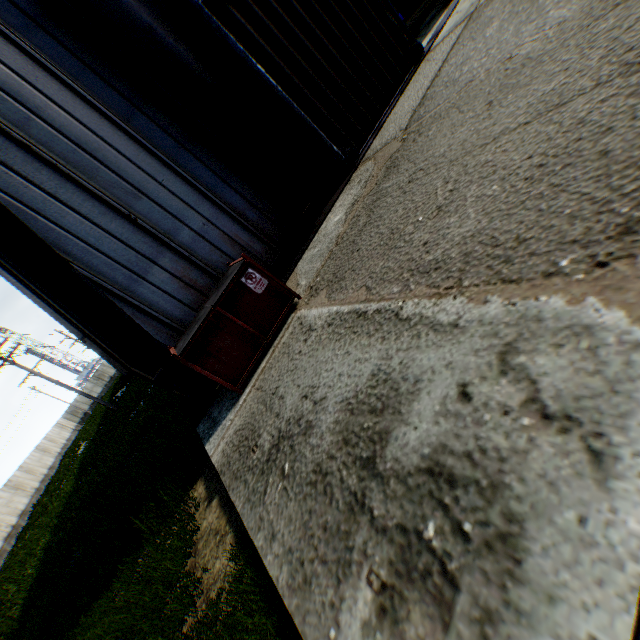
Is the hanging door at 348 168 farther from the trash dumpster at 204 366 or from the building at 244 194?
the trash dumpster at 204 366

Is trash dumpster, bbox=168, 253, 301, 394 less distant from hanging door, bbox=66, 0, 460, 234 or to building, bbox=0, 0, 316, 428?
building, bbox=0, 0, 316, 428

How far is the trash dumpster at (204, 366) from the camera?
4.90m

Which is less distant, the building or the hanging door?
the building

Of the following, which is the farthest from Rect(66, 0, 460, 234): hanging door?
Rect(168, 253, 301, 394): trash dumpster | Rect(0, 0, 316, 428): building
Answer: Rect(168, 253, 301, 394): trash dumpster

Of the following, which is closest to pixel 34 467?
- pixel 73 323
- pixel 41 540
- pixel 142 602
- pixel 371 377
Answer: pixel 41 540

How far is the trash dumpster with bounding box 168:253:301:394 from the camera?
4.90m
